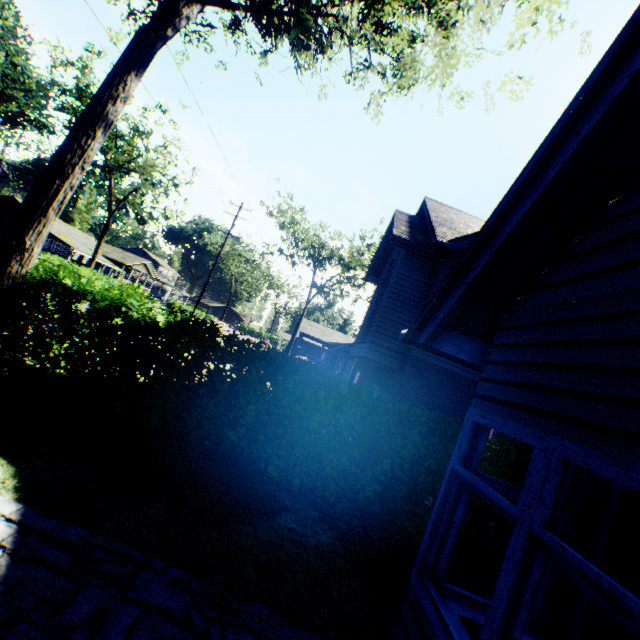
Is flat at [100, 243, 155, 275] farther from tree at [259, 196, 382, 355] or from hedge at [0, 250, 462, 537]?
hedge at [0, 250, 462, 537]

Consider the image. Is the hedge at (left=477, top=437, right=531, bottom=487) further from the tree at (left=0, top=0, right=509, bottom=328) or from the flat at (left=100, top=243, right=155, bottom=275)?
the flat at (left=100, top=243, right=155, bottom=275)

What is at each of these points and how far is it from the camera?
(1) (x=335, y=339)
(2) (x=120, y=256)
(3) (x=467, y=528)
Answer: (1) house, 42.9m
(2) flat, 53.4m
(3) hedge, 6.0m

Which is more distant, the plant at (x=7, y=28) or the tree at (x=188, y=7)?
the plant at (x=7, y=28)

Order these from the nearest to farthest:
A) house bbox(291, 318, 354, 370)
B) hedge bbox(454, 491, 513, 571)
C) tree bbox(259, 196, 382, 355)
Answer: hedge bbox(454, 491, 513, 571) → tree bbox(259, 196, 382, 355) → house bbox(291, 318, 354, 370)

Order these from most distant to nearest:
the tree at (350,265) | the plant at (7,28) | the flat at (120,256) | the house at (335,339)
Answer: the flat at (120,256) → the plant at (7,28) → the house at (335,339) → the tree at (350,265)

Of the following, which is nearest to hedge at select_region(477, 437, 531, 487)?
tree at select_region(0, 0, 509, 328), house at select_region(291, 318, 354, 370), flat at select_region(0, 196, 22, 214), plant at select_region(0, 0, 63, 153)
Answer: tree at select_region(0, 0, 509, 328)

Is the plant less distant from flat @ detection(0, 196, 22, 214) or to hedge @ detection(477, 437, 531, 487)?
flat @ detection(0, 196, 22, 214)
